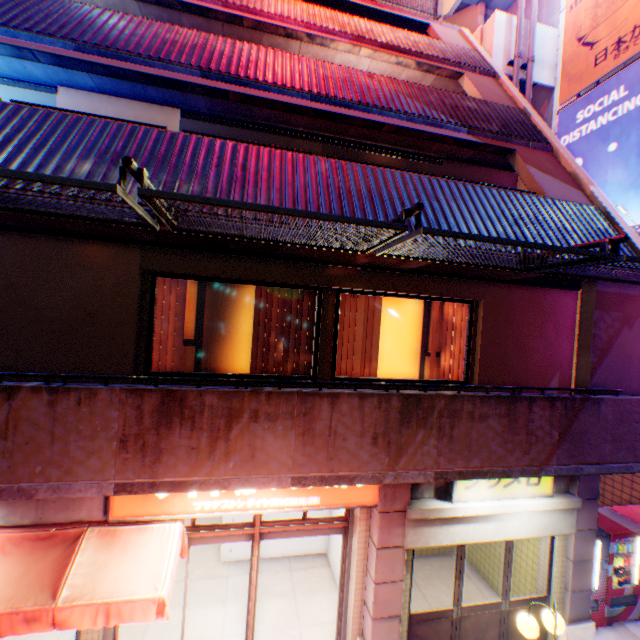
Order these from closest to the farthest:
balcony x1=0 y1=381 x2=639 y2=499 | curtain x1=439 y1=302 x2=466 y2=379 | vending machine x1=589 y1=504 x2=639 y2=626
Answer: balcony x1=0 y1=381 x2=639 y2=499 → curtain x1=439 y1=302 x2=466 y2=379 → vending machine x1=589 y1=504 x2=639 y2=626

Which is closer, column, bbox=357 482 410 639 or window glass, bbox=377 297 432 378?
column, bbox=357 482 410 639

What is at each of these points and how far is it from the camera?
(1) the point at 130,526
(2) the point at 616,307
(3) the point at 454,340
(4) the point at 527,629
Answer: (1) awning, 4.6m
(2) pylon, 5.2m
(3) curtain, 6.4m
(4) street lamp, 4.6m

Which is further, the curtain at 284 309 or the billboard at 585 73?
the billboard at 585 73

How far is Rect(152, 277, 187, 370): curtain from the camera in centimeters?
521cm

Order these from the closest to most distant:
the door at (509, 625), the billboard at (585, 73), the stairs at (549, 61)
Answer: the door at (509, 625), the billboard at (585, 73), the stairs at (549, 61)

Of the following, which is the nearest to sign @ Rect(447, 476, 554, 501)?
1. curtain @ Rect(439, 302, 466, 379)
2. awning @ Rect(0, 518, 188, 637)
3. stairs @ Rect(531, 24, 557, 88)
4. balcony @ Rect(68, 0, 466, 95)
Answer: curtain @ Rect(439, 302, 466, 379)

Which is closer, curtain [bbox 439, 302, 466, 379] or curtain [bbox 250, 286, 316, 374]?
curtain [bbox 250, 286, 316, 374]
